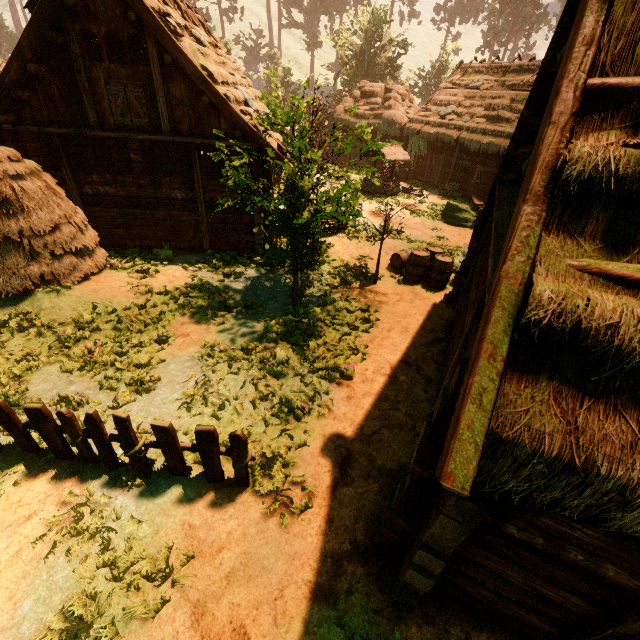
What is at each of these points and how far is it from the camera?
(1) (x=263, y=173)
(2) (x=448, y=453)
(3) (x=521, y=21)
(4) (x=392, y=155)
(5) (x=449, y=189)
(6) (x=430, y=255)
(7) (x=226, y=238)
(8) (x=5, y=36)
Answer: (1) building, 10.6m
(2) building, 2.0m
(3) treerock, 46.9m
(4) well, 19.6m
(5) basket, 22.0m
(6) barrel, 11.2m
(7) building, 11.8m
(8) treerock, 46.2m

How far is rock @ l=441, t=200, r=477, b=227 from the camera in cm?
1666

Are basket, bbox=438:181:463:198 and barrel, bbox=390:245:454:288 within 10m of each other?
no

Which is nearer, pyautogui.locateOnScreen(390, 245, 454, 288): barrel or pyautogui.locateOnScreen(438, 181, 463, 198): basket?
pyautogui.locateOnScreen(390, 245, 454, 288): barrel

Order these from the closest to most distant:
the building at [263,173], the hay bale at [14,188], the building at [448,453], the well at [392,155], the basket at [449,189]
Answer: the building at [448,453], the hay bale at [14,188], the building at [263,173], the well at [392,155], the basket at [449,189]

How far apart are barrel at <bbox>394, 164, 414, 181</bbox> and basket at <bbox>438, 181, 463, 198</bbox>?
3.2 meters

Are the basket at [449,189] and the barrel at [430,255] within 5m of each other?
no

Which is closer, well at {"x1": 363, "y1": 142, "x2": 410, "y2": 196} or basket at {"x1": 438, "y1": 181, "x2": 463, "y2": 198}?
well at {"x1": 363, "y1": 142, "x2": 410, "y2": 196}
